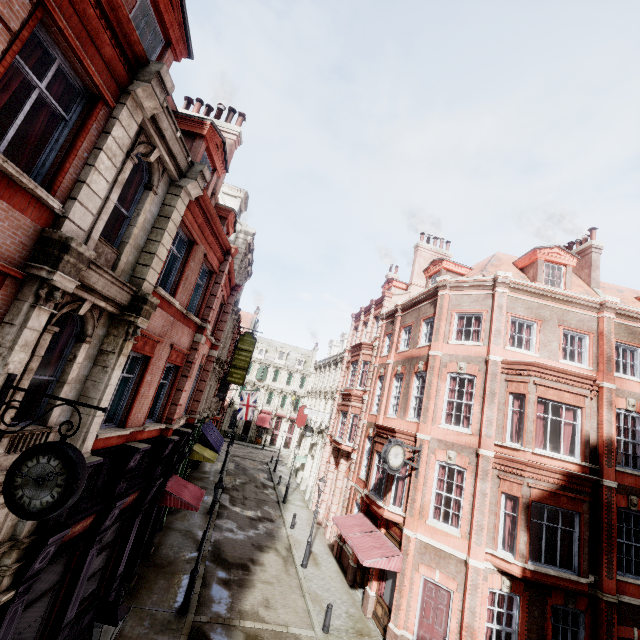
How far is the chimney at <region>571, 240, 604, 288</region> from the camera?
19.03m

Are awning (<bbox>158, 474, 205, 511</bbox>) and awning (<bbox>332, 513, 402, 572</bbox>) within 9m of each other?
yes

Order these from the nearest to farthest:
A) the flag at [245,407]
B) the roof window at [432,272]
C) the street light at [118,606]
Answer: the street light at [118,606] → the roof window at [432,272] → the flag at [245,407]

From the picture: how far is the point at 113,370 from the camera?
7.6 meters

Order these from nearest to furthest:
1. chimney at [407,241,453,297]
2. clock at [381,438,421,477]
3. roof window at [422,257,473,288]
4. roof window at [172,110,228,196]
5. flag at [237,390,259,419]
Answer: roof window at [172,110,228,196], clock at [381,438,421,477], roof window at [422,257,473,288], chimney at [407,241,453,297], flag at [237,390,259,419]

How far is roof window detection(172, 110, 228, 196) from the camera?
Result: 11.1 meters

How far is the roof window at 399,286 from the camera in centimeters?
2845cm

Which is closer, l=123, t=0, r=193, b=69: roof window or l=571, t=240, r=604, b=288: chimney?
l=123, t=0, r=193, b=69: roof window
